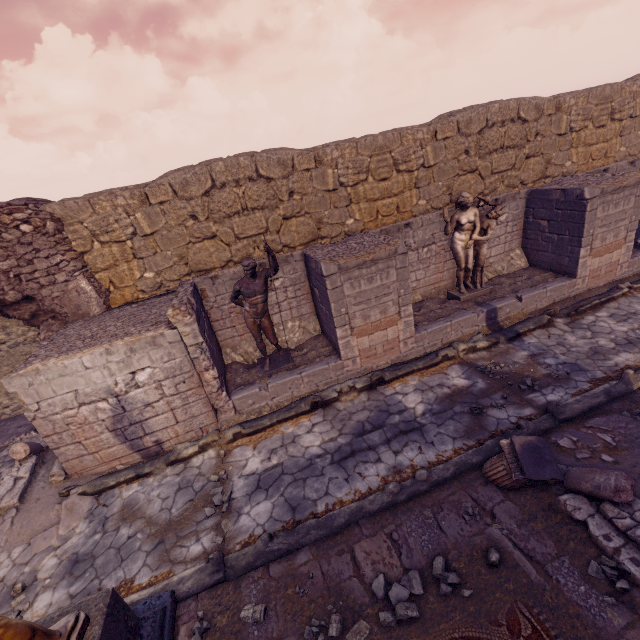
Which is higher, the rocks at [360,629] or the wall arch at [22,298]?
the wall arch at [22,298]

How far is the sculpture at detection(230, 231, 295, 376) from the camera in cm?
642

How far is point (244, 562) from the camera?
4.3 meters

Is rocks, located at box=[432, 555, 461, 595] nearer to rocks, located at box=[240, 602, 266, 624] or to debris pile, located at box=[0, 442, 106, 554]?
rocks, located at box=[240, 602, 266, 624]

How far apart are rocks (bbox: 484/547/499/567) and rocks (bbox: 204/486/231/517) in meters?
3.8

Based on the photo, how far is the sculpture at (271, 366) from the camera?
6.42m

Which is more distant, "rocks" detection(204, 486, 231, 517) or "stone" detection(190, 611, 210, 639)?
"rocks" detection(204, 486, 231, 517)

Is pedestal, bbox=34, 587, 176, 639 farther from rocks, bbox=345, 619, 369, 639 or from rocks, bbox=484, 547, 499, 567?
rocks, bbox=484, 547, 499, 567
